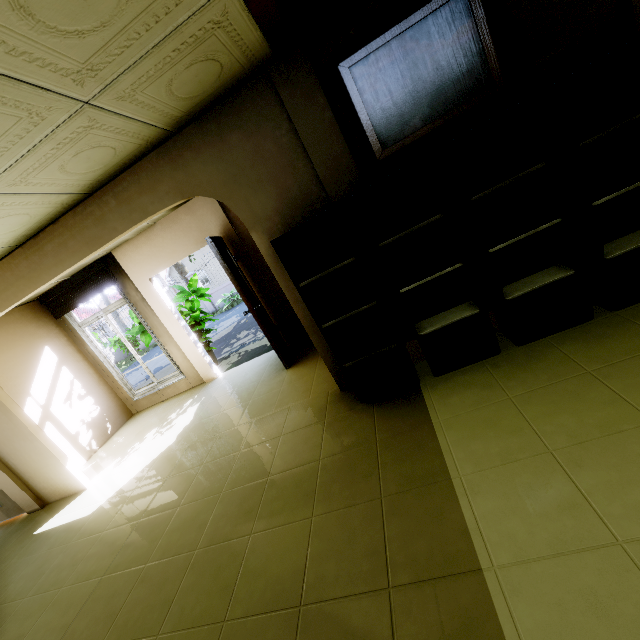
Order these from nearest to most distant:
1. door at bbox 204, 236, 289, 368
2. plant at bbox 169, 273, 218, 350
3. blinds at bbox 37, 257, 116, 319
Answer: door at bbox 204, 236, 289, 368
blinds at bbox 37, 257, 116, 319
plant at bbox 169, 273, 218, 350

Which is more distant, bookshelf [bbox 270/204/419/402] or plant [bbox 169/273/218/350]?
plant [bbox 169/273/218/350]

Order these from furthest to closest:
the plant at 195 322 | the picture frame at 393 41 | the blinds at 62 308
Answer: the plant at 195 322
the blinds at 62 308
the picture frame at 393 41

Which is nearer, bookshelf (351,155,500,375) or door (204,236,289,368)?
bookshelf (351,155,500,375)

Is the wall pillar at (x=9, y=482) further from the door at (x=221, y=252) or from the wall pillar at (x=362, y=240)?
the wall pillar at (x=362, y=240)

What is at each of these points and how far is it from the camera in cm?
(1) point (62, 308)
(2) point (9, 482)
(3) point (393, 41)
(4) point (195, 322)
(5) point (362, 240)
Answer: Result:
(1) blinds, 568
(2) wall pillar, 440
(3) picture frame, 224
(4) plant, 664
(5) wall pillar, 279

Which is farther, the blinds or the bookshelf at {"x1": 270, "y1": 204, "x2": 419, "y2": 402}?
the blinds

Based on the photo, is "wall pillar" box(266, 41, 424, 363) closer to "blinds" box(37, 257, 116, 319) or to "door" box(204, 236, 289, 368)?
"door" box(204, 236, 289, 368)
